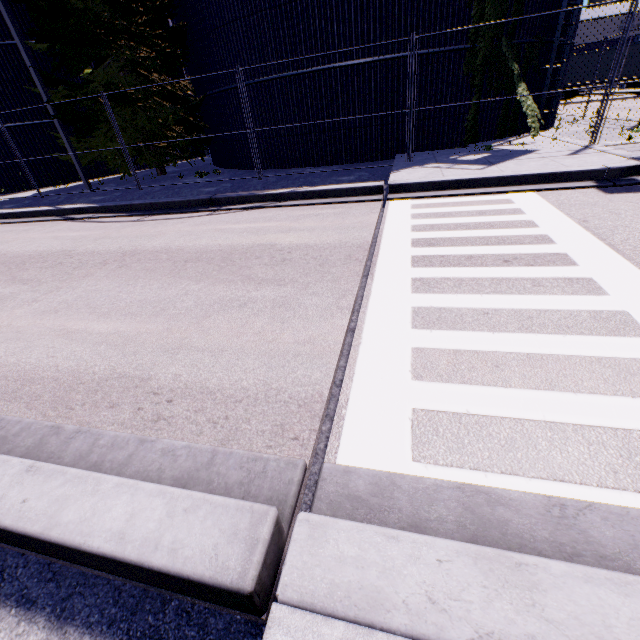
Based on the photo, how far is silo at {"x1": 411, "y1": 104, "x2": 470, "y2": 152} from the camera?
11.0m

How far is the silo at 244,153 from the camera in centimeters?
1345cm

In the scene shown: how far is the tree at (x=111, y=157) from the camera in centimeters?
1375cm

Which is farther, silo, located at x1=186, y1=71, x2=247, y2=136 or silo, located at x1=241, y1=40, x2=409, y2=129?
silo, located at x1=186, y1=71, x2=247, y2=136

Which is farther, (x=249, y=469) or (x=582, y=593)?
(x=249, y=469)

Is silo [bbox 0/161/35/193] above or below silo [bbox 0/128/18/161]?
below

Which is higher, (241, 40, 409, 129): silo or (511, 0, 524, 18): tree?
(511, 0, 524, 18): tree
